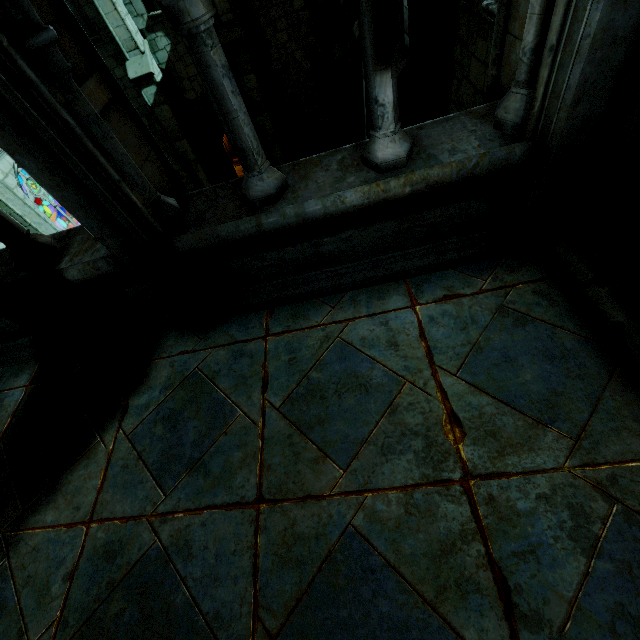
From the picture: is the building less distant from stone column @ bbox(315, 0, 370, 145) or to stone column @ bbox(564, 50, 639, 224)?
stone column @ bbox(564, 50, 639, 224)

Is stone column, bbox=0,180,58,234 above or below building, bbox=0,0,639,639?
below

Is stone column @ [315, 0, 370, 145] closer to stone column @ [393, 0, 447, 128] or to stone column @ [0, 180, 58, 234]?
stone column @ [393, 0, 447, 128]

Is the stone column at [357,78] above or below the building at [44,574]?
below

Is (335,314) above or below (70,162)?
below

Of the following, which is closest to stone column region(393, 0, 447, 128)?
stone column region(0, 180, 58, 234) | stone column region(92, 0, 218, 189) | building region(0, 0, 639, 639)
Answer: building region(0, 0, 639, 639)

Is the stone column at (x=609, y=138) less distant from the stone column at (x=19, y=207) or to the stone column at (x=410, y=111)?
the stone column at (x=410, y=111)

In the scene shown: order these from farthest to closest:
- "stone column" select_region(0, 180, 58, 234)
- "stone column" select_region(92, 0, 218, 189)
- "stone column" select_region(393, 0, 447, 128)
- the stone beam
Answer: "stone column" select_region(0, 180, 58, 234)
"stone column" select_region(92, 0, 218, 189)
"stone column" select_region(393, 0, 447, 128)
the stone beam
